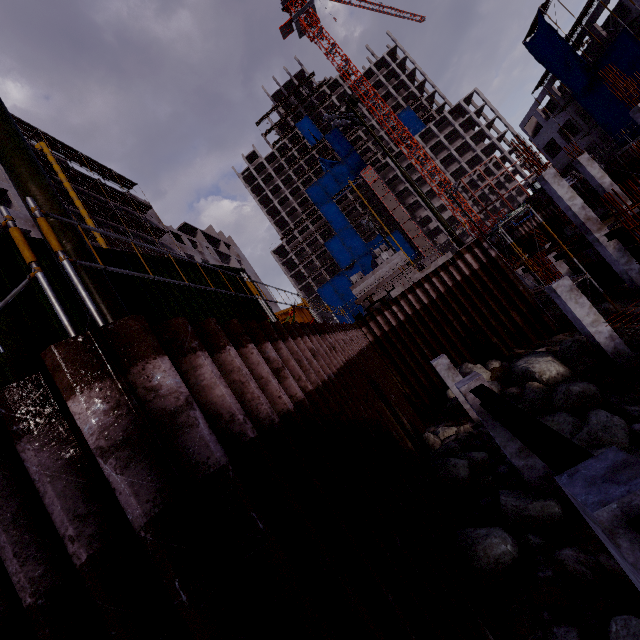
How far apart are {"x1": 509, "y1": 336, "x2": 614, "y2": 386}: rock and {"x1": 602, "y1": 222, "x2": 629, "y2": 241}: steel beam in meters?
5.1 m

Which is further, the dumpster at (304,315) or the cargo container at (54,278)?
the dumpster at (304,315)

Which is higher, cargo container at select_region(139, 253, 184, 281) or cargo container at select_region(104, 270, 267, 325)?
cargo container at select_region(139, 253, 184, 281)

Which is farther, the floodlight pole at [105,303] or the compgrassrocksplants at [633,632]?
the compgrassrocksplants at [633,632]

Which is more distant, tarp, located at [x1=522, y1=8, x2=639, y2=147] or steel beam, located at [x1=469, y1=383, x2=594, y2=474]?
tarp, located at [x1=522, y1=8, x2=639, y2=147]

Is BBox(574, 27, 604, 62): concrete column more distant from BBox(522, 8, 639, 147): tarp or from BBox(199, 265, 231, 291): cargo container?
BBox(199, 265, 231, 291): cargo container

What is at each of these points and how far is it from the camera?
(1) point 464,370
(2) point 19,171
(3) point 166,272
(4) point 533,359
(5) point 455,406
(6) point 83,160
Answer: (1) compgrassrocksplants, 14.8 meters
(2) floodlight pole, 3.5 meters
(3) cargo container, 6.2 meters
(4) rock, 13.0 meters
(5) compgrassrocksplants, 12.9 meters
(6) scaffolding, 34.9 meters

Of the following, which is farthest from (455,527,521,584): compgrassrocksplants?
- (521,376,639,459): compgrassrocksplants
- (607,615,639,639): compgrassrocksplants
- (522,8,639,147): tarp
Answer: (522,8,639,147): tarp
